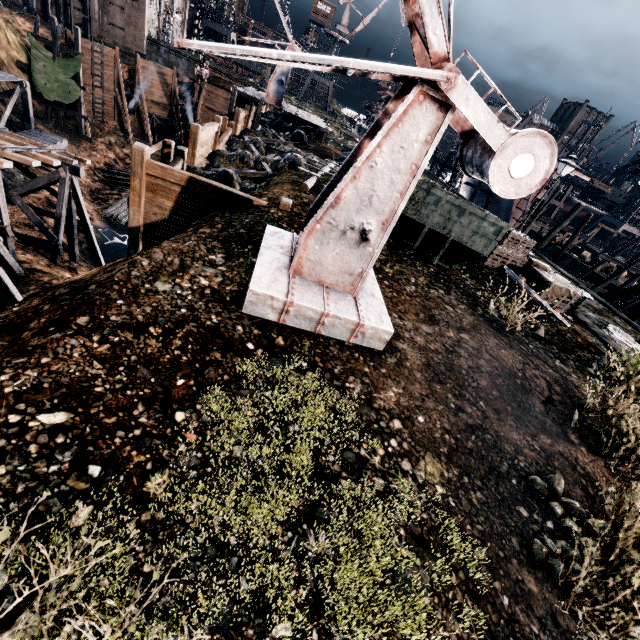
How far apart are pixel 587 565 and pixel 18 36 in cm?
5602

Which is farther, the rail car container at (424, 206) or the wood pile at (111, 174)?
the wood pile at (111, 174)

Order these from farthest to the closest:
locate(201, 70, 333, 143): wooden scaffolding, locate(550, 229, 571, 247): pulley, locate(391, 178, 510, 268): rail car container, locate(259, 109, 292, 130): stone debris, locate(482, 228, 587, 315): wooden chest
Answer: locate(550, 229, 571, 247): pulley → locate(259, 109, 292, 130): stone debris → locate(201, 70, 333, 143): wooden scaffolding → locate(482, 228, 587, 315): wooden chest → locate(391, 178, 510, 268): rail car container

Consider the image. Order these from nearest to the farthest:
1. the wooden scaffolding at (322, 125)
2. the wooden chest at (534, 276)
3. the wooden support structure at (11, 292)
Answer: the wooden support structure at (11, 292) → the wooden chest at (534, 276) → the wooden scaffolding at (322, 125)

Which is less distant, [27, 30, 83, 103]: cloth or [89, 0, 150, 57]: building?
[27, 30, 83, 103]: cloth

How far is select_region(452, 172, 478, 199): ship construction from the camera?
43.23m

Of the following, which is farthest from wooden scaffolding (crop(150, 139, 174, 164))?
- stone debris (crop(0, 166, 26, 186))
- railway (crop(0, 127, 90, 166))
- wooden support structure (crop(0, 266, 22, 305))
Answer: stone debris (crop(0, 166, 26, 186))

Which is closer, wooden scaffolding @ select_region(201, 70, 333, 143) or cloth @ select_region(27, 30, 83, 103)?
wooden scaffolding @ select_region(201, 70, 333, 143)
